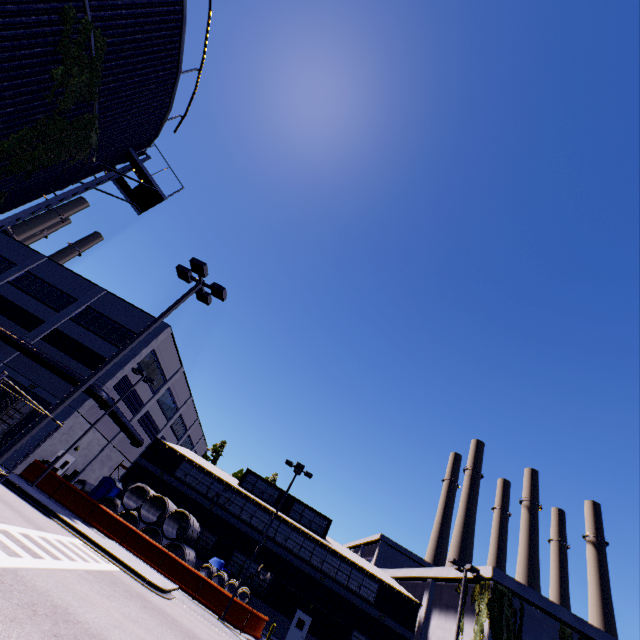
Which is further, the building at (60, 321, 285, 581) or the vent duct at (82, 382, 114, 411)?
the building at (60, 321, 285, 581)

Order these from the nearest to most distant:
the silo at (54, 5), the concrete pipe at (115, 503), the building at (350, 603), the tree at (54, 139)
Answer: the silo at (54, 5)
the tree at (54, 139)
the concrete pipe at (115, 503)
the building at (350, 603)

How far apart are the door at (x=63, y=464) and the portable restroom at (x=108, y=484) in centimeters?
303cm

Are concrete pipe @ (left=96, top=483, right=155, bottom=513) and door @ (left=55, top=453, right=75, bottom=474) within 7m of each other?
yes

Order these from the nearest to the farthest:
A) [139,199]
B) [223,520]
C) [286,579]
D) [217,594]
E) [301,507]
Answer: [139,199], [217,594], [286,579], [223,520], [301,507]

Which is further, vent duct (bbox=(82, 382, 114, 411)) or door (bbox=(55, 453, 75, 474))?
door (bbox=(55, 453, 75, 474))

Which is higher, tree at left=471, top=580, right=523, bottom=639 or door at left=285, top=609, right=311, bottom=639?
tree at left=471, top=580, right=523, bottom=639

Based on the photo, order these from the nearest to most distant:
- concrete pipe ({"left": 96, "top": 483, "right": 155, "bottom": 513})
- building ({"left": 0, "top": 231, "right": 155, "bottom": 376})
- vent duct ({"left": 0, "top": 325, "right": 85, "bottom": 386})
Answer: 1. concrete pipe ({"left": 96, "top": 483, "right": 155, "bottom": 513})
2. vent duct ({"left": 0, "top": 325, "right": 85, "bottom": 386})
3. building ({"left": 0, "top": 231, "right": 155, "bottom": 376})
